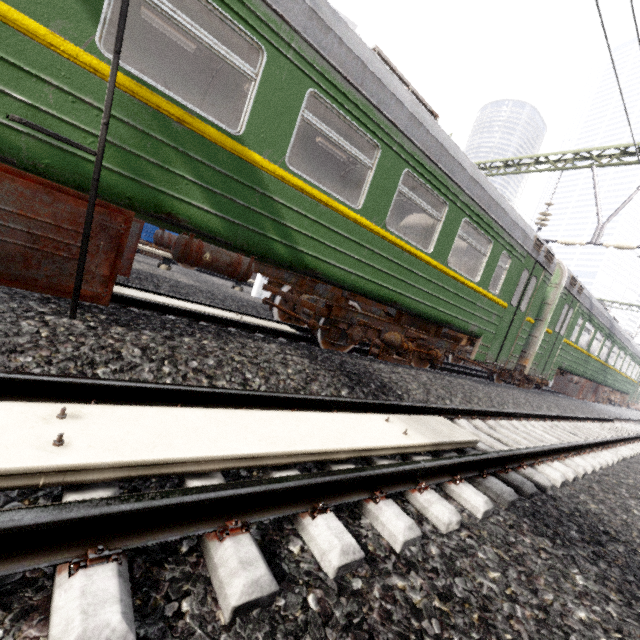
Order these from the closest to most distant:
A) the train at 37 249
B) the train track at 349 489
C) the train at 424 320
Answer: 1. the train track at 349 489
2. the train at 37 249
3. the train at 424 320

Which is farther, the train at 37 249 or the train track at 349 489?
the train at 37 249

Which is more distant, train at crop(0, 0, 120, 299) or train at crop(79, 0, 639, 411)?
train at crop(79, 0, 639, 411)

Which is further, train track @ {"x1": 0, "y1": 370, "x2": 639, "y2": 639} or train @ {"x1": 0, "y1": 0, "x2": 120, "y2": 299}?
train @ {"x1": 0, "y1": 0, "x2": 120, "y2": 299}

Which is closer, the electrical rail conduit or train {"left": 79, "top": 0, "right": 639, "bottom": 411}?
the electrical rail conduit

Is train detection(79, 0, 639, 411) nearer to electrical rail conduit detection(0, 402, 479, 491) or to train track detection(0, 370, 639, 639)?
train track detection(0, 370, 639, 639)

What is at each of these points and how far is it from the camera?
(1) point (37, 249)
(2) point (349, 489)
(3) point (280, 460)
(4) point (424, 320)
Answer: (1) train, 2.89m
(2) train track, 1.94m
(3) electrical rail conduit, 1.96m
(4) train, 7.22m

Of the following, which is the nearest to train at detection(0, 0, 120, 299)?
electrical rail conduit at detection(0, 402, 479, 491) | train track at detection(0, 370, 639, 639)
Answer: train track at detection(0, 370, 639, 639)
